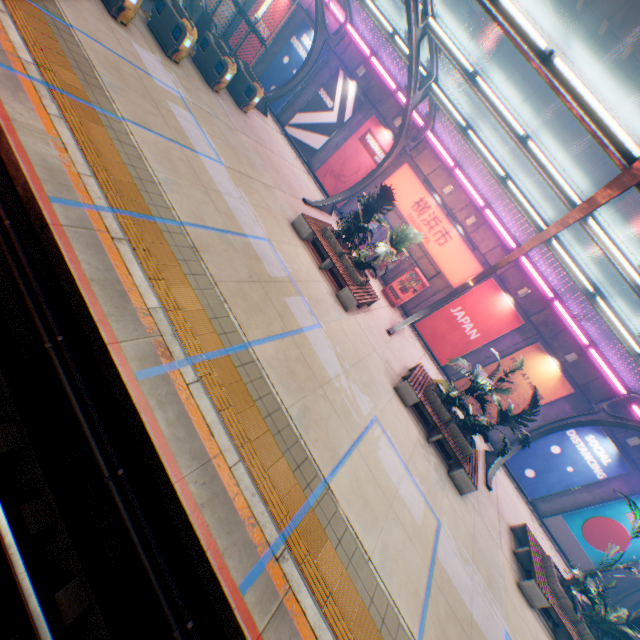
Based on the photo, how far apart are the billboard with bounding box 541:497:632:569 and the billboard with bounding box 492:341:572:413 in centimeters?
471cm

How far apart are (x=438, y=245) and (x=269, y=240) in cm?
983

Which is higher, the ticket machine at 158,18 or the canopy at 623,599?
the canopy at 623,599

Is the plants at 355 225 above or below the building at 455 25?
below

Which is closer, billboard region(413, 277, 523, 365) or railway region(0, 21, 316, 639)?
railway region(0, 21, 316, 639)

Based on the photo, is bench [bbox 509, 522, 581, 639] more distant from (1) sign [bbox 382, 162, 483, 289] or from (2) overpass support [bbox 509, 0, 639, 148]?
(2) overpass support [bbox 509, 0, 639, 148]

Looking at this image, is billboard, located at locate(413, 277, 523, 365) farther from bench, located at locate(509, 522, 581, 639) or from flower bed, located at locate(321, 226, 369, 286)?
bench, located at locate(509, 522, 581, 639)

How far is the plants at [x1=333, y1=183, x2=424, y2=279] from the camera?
11.4 meters
